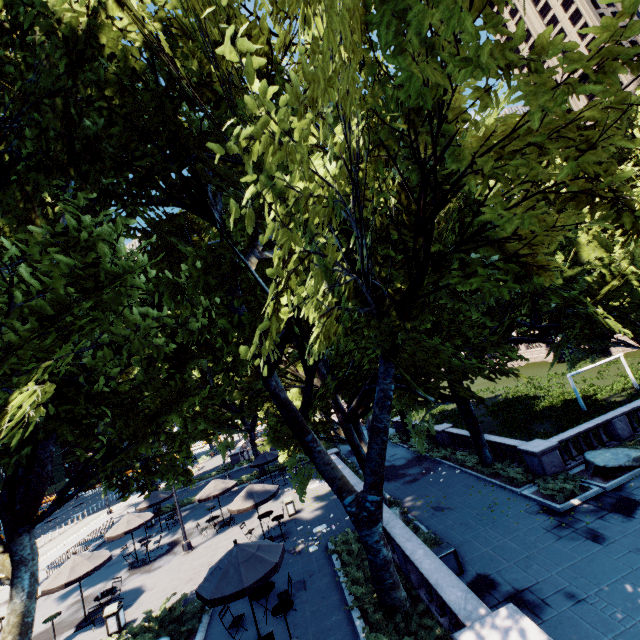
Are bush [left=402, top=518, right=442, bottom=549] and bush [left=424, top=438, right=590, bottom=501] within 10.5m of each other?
yes

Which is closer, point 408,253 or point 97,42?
point 97,42

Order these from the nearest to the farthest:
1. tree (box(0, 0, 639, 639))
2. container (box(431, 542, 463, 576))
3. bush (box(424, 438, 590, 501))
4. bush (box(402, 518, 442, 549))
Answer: tree (box(0, 0, 639, 639)) → container (box(431, 542, 463, 576)) → bush (box(402, 518, 442, 549)) → bush (box(424, 438, 590, 501))

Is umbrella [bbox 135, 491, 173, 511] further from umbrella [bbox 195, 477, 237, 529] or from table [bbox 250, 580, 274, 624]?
table [bbox 250, 580, 274, 624]

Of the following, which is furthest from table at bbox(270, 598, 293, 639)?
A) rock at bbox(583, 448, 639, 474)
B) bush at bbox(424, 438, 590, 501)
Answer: rock at bbox(583, 448, 639, 474)

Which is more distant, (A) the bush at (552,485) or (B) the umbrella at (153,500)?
(B) the umbrella at (153,500)

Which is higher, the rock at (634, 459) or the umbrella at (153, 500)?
the umbrella at (153, 500)

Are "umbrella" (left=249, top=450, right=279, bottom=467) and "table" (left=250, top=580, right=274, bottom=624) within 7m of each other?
no
